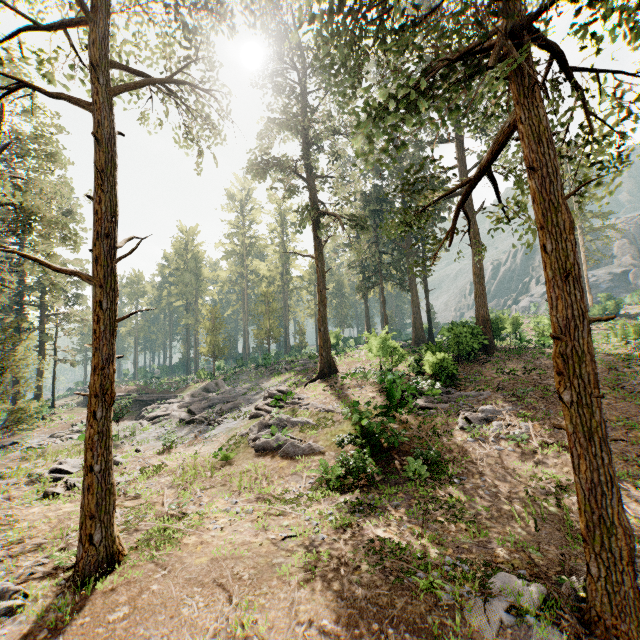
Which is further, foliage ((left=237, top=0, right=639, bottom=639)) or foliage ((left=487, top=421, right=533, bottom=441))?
foliage ((left=487, top=421, right=533, bottom=441))

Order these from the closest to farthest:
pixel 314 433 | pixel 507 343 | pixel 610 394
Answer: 1. pixel 610 394
2. pixel 314 433
3. pixel 507 343

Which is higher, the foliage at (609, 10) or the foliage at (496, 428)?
the foliage at (609, 10)

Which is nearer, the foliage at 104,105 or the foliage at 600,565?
the foliage at 600,565

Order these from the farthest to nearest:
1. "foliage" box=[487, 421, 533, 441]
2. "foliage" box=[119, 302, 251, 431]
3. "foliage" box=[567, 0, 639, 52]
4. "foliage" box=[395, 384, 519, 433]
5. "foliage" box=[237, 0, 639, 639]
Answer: "foliage" box=[119, 302, 251, 431], "foliage" box=[395, 384, 519, 433], "foliage" box=[487, 421, 533, 441], "foliage" box=[237, 0, 639, 639], "foliage" box=[567, 0, 639, 52]

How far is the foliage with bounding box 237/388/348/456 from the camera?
15.7 meters
